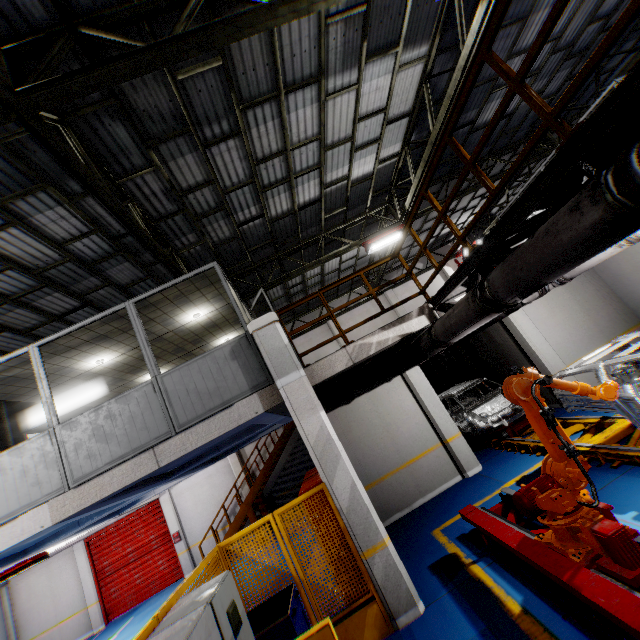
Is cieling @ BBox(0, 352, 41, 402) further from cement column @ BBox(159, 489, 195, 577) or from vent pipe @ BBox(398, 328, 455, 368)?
cement column @ BBox(159, 489, 195, 577)

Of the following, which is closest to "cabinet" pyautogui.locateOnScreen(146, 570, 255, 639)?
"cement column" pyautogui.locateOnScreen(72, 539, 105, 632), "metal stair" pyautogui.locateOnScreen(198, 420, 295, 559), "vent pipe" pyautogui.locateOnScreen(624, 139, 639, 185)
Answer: "vent pipe" pyautogui.locateOnScreen(624, 139, 639, 185)

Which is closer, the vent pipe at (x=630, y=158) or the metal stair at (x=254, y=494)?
the vent pipe at (x=630, y=158)

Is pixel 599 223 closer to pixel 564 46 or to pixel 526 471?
pixel 526 471

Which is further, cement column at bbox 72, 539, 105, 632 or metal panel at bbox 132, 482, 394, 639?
cement column at bbox 72, 539, 105, 632

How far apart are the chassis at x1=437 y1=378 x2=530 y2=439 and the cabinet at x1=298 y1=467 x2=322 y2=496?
5.3m

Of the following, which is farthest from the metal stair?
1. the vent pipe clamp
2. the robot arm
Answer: the vent pipe clamp

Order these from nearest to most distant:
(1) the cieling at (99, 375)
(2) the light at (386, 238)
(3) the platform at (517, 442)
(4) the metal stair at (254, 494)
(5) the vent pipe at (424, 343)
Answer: (5) the vent pipe at (424, 343), (1) the cieling at (99, 375), (3) the platform at (517, 442), (2) the light at (386, 238), (4) the metal stair at (254, 494)
